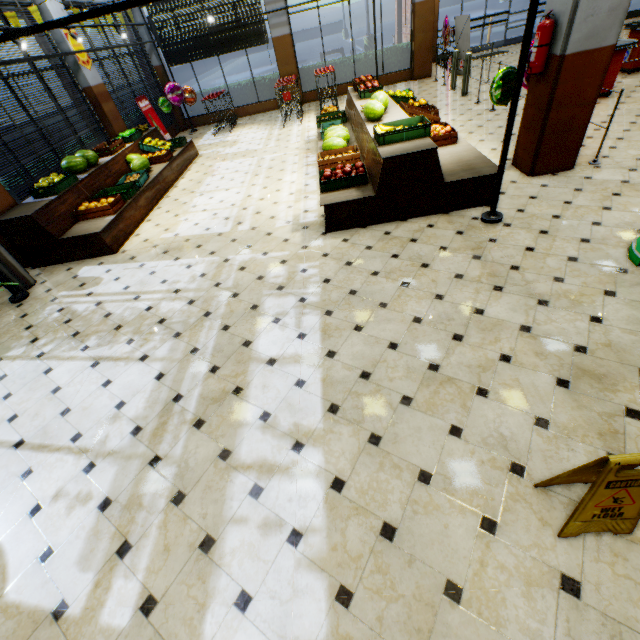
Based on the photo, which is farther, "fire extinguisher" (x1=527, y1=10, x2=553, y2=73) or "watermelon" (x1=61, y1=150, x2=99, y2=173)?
"watermelon" (x1=61, y1=150, x2=99, y2=173)

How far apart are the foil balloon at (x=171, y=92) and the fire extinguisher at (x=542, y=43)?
11.9 meters

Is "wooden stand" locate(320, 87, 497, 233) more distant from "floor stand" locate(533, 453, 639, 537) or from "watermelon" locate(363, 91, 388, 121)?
→ "floor stand" locate(533, 453, 639, 537)

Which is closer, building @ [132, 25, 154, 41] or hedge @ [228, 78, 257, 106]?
building @ [132, 25, 154, 41]

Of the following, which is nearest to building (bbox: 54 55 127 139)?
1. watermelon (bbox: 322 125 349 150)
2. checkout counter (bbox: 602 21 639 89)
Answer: checkout counter (bbox: 602 21 639 89)

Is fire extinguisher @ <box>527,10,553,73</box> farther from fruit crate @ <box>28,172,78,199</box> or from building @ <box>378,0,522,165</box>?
fruit crate @ <box>28,172,78,199</box>

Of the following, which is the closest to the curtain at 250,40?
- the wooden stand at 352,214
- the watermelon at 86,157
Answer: the wooden stand at 352,214

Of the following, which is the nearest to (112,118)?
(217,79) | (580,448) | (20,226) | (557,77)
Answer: (20,226)
